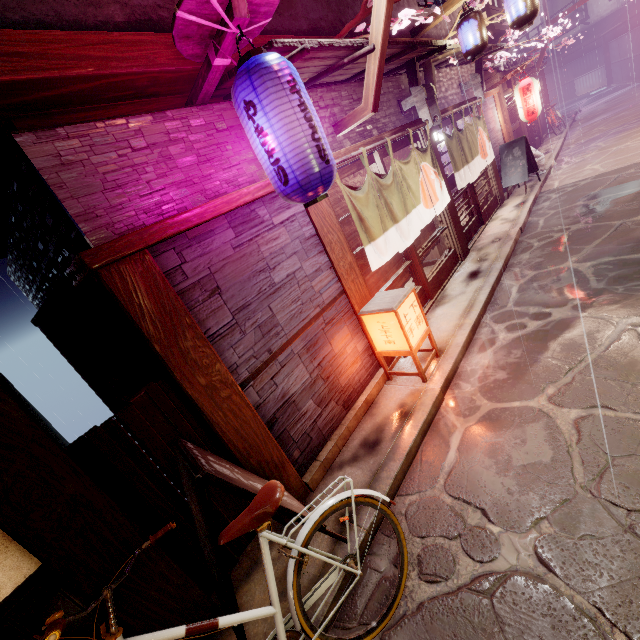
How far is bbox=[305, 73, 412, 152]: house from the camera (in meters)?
8.24

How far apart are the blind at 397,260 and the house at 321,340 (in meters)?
1.04

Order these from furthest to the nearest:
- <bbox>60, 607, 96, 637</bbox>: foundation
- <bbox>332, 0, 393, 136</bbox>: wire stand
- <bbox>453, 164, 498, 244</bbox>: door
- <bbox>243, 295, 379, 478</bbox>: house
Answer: <bbox>453, 164, 498, 244</bbox>: door → <bbox>332, 0, 393, 136</bbox>: wire stand → <bbox>243, 295, 379, 478</bbox>: house → <bbox>60, 607, 96, 637</bbox>: foundation

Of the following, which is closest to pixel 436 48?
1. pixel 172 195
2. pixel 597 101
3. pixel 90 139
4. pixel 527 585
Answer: pixel 172 195

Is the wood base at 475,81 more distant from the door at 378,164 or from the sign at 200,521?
the sign at 200,521

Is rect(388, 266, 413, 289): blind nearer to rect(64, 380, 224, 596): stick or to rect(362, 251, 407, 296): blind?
rect(362, 251, 407, 296): blind

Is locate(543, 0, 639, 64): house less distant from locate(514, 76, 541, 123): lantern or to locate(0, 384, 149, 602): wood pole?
locate(514, 76, 541, 123): lantern

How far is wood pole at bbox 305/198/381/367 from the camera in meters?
7.1 m
